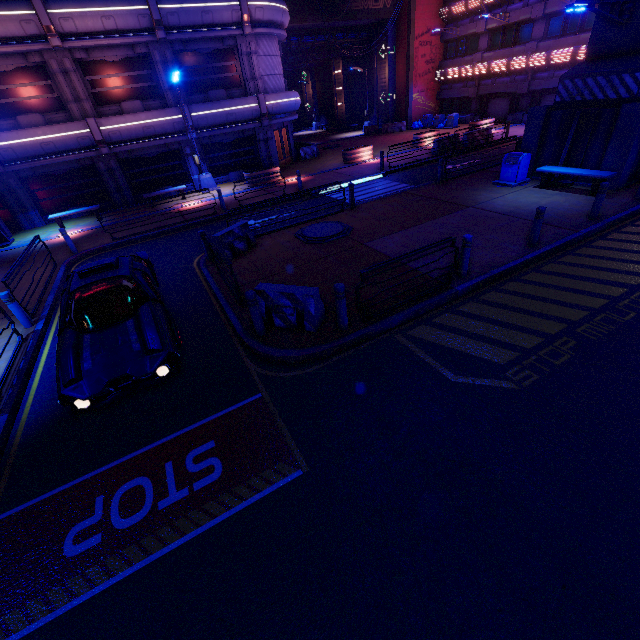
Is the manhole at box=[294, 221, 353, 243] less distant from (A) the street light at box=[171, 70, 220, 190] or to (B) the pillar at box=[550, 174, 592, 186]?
(B) the pillar at box=[550, 174, 592, 186]

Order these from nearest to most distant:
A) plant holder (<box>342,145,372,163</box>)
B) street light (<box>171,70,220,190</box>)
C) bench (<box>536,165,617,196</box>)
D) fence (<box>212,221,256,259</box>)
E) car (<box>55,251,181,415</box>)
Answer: car (<box>55,251,181,415</box>) < fence (<box>212,221,256,259</box>) < bench (<box>536,165,617,196</box>) < street light (<box>171,70,220,190</box>) < plant holder (<box>342,145,372,163</box>)

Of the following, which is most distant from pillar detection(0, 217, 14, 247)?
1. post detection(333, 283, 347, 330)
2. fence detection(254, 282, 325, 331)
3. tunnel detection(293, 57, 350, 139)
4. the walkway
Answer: tunnel detection(293, 57, 350, 139)

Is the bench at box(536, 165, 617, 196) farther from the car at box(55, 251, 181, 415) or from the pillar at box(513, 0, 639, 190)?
the car at box(55, 251, 181, 415)

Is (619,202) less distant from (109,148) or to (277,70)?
(277,70)

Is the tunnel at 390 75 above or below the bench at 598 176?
above

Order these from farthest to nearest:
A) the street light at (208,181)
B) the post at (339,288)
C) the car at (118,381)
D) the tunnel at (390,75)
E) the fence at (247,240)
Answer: the tunnel at (390,75)
the street light at (208,181)
the fence at (247,240)
the post at (339,288)
the car at (118,381)

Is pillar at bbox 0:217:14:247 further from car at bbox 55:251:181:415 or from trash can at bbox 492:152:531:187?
trash can at bbox 492:152:531:187
